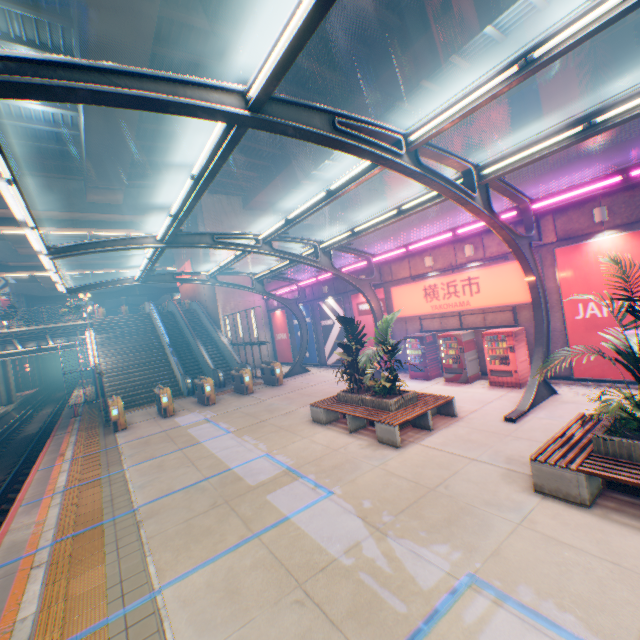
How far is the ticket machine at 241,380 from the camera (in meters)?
17.26

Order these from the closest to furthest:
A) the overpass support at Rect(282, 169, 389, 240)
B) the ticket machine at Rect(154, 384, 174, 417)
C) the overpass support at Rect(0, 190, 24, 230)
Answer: the ticket machine at Rect(154, 384, 174, 417), the overpass support at Rect(0, 190, 24, 230), the overpass support at Rect(282, 169, 389, 240)

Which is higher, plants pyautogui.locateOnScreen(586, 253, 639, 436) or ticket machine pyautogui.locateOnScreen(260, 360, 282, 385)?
plants pyautogui.locateOnScreen(586, 253, 639, 436)

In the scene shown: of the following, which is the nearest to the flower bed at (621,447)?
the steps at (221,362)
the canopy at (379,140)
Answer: the canopy at (379,140)

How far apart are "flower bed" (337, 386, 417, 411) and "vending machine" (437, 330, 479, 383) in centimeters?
403cm

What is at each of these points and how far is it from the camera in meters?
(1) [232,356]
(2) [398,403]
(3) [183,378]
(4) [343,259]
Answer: (1) escalator, 23.6 m
(2) flower bed, 9.2 m
(3) escalator, 19.9 m
(4) concrete block, 19.4 m

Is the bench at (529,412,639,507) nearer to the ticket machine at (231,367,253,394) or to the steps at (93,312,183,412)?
the ticket machine at (231,367,253,394)

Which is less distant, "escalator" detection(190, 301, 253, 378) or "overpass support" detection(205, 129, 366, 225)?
"overpass support" detection(205, 129, 366, 225)
